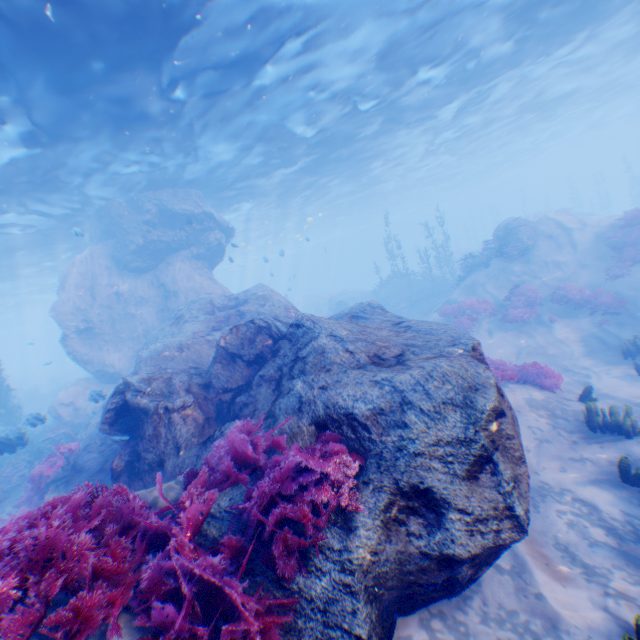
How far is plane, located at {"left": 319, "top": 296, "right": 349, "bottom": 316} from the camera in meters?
31.4

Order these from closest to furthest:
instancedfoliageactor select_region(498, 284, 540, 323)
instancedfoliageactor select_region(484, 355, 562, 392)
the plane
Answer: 1. instancedfoliageactor select_region(484, 355, 562, 392)
2. instancedfoliageactor select_region(498, 284, 540, 323)
3. the plane

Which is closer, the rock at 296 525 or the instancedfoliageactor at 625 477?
the rock at 296 525

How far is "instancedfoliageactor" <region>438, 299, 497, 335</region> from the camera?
15.7m

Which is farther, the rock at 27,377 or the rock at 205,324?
the rock at 27,377

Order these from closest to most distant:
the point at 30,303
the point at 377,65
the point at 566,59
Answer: the point at 377,65, the point at 566,59, the point at 30,303

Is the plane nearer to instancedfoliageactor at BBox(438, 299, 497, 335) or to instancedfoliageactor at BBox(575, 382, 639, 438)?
instancedfoliageactor at BBox(438, 299, 497, 335)

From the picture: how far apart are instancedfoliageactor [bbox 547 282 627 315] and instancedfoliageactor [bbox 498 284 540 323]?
0.38m
